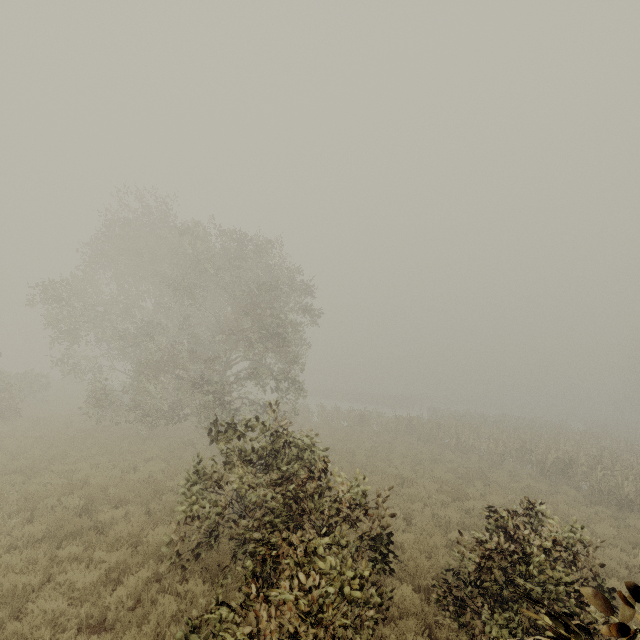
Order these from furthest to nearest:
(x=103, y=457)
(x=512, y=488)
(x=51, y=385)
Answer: (x=51, y=385), (x=512, y=488), (x=103, y=457)
